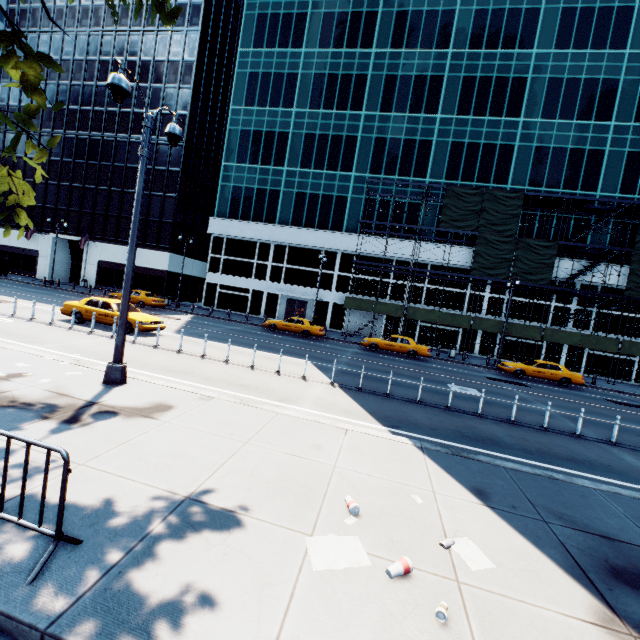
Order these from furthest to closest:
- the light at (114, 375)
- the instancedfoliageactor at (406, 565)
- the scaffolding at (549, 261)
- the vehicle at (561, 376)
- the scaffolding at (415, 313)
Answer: the scaffolding at (415, 313), the scaffolding at (549, 261), the vehicle at (561, 376), the light at (114, 375), the instancedfoliageactor at (406, 565)

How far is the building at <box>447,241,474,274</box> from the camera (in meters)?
33.06

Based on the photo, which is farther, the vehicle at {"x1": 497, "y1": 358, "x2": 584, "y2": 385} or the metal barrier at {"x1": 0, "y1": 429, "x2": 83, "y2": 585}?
the vehicle at {"x1": 497, "y1": 358, "x2": 584, "y2": 385}

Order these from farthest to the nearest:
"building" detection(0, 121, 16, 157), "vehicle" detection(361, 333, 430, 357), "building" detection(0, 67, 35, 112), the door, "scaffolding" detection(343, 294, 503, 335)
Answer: "building" detection(0, 121, 16, 157) < "building" detection(0, 67, 35, 112) < the door < "scaffolding" detection(343, 294, 503, 335) < "vehicle" detection(361, 333, 430, 357)

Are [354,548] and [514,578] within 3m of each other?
yes

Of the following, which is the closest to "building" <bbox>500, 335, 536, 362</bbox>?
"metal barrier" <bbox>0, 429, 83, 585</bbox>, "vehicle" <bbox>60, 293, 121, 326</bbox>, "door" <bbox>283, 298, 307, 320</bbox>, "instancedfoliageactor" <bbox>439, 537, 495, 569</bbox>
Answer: "door" <bbox>283, 298, 307, 320</bbox>

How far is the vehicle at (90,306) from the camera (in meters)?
16.11

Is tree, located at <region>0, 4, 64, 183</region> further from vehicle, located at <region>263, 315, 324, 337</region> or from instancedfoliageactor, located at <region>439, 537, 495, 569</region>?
vehicle, located at <region>263, 315, 324, 337</region>
